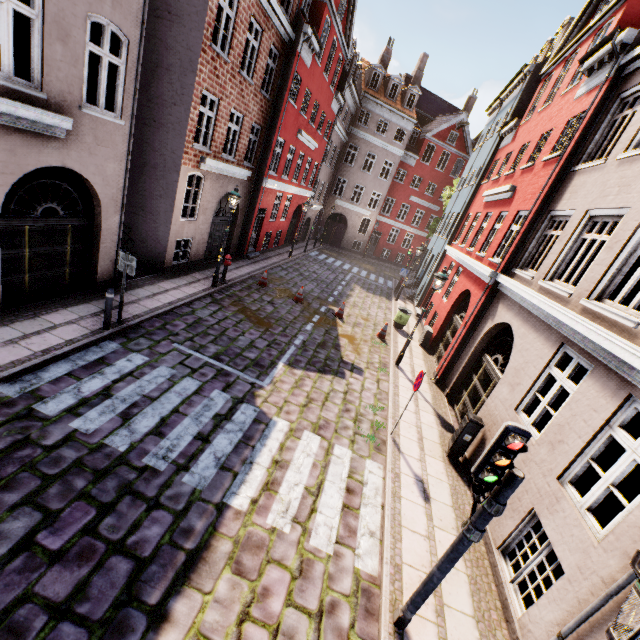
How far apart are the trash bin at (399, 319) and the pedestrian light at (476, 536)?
12.29m

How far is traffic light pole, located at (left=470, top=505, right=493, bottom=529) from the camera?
3.56m

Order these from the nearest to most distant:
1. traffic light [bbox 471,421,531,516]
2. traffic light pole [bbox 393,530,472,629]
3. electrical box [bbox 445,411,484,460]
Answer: traffic light [bbox 471,421,531,516], traffic light pole [bbox 393,530,472,629], electrical box [bbox 445,411,484,460]

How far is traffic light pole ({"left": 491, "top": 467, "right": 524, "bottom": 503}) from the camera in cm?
335

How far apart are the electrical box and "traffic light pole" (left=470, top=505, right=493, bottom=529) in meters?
4.3

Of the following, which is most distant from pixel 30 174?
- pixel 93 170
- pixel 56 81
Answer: pixel 56 81

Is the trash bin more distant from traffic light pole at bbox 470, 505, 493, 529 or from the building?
traffic light pole at bbox 470, 505, 493, 529

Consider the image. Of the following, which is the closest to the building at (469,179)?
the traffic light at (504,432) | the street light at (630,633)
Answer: the street light at (630,633)
